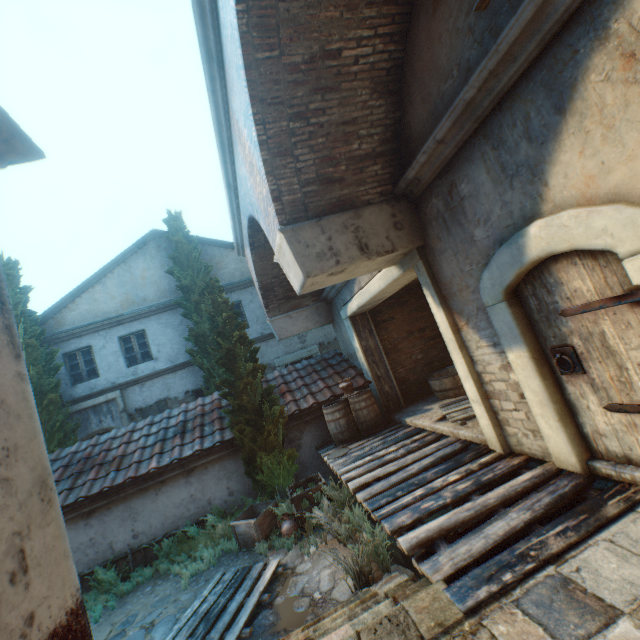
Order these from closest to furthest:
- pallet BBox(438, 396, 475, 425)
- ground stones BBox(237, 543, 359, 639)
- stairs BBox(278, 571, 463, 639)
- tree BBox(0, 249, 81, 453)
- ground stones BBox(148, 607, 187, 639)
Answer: stairs BBox(278, 571, 463, 639) → ground stones BBox(237, 543, 359, 639) → ground stones BBox(148, 607, 187, 639) → pallet BBox(438, 396, 475, 425) → tree BBox(0, 249, 81, 453)

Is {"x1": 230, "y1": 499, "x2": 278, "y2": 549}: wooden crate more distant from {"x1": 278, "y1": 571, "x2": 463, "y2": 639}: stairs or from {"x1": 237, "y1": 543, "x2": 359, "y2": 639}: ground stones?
{"x1": 278, "y1": 571, "x2": 463, "y2": 639}: stairs

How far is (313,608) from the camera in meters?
4.3 m

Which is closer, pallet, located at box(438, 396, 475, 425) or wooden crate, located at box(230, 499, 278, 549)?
pallet, located at box(438, 396, 475, 425)

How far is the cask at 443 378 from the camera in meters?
7.7 m

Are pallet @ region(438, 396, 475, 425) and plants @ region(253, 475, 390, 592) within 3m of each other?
yes

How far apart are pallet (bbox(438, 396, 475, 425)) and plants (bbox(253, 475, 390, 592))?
2.1 meters

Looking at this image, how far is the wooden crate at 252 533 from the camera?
6.4m
